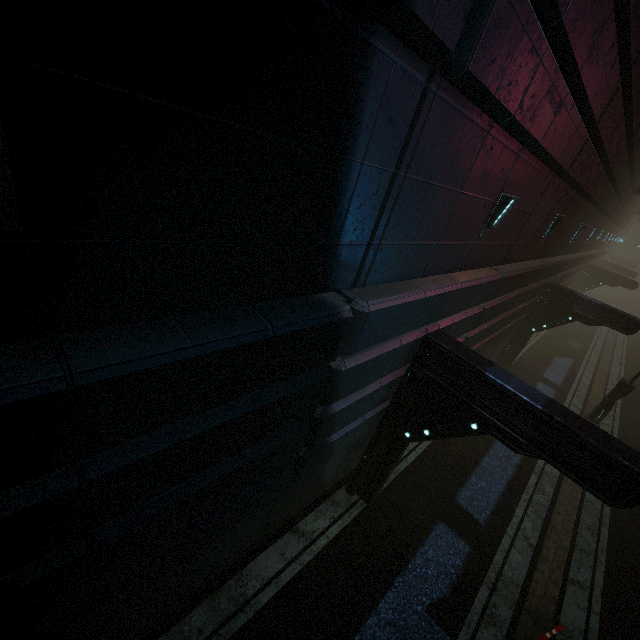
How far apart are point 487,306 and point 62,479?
Result: 9.2m

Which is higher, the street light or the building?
the building

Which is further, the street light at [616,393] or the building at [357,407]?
the street light at [616,393]

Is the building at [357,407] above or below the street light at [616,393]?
above

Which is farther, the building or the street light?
the street light
